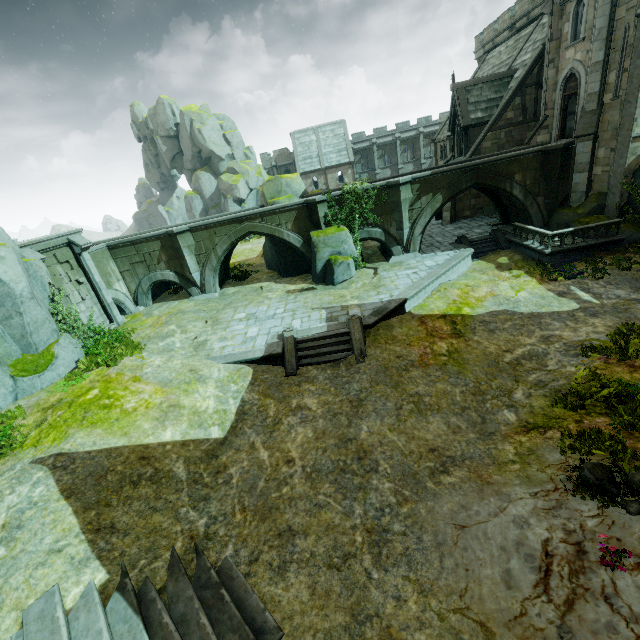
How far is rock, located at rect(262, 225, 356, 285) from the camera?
19.5 meters

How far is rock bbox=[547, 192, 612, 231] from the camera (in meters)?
18.11

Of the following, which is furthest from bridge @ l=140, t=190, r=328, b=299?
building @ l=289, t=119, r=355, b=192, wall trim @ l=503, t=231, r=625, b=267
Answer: building @ l=289, t=119, r=355, b=192

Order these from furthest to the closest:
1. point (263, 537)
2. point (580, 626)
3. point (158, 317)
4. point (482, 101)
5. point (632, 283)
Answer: point (482, 101) → point (158, 317) → point (632, 283) → point (263, 537) → point (580, 626)

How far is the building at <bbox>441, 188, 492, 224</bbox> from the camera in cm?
2730

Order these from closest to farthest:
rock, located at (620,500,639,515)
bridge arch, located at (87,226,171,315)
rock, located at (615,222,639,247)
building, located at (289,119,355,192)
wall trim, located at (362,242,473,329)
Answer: rock, located at (620,500,639,515)
wall trim, located at (362,242,473,329)
rock, located at (615,222,639,247)
bridge arch, located at (87,226,171,315)
building, located at (289,119,355,192)

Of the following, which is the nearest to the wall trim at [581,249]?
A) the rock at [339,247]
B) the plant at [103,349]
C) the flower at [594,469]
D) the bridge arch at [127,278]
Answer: the rock at [339,247]

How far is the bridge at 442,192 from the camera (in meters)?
19.19
